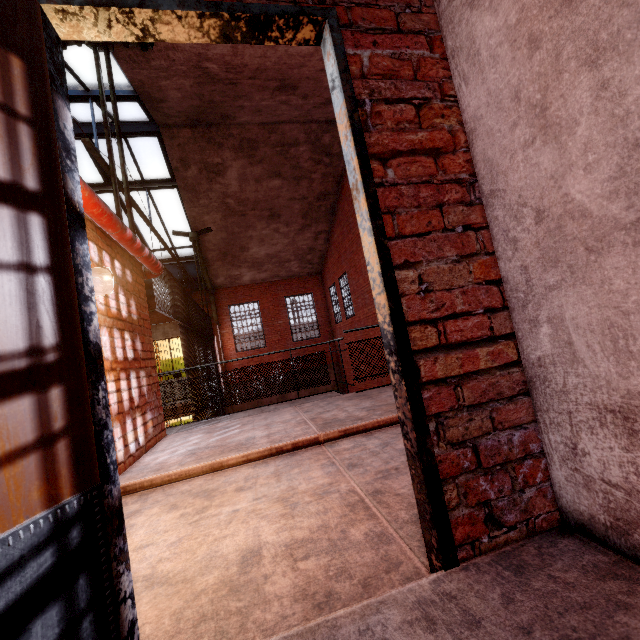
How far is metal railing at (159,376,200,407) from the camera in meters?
6.0 m

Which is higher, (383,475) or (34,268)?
(34,268)

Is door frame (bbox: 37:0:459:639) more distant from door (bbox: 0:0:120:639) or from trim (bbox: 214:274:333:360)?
trim (bbox: 214:274:333:360)

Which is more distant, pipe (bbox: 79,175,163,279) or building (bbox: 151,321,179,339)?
building (bbox: 151,321,179,339)

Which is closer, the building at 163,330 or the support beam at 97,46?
the support beam at 97,46

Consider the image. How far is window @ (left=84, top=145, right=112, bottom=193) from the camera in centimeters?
963cm

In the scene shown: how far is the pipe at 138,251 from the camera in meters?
2.8

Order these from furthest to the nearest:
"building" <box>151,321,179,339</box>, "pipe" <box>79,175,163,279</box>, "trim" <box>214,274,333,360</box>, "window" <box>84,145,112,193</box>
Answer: "trim" <box>214,274,333,360</box>, "building" <box>151,321,179,339</box>, "window" <box>84,145,112,193</box>, "pipe" <box>79,175,163,279</box>
